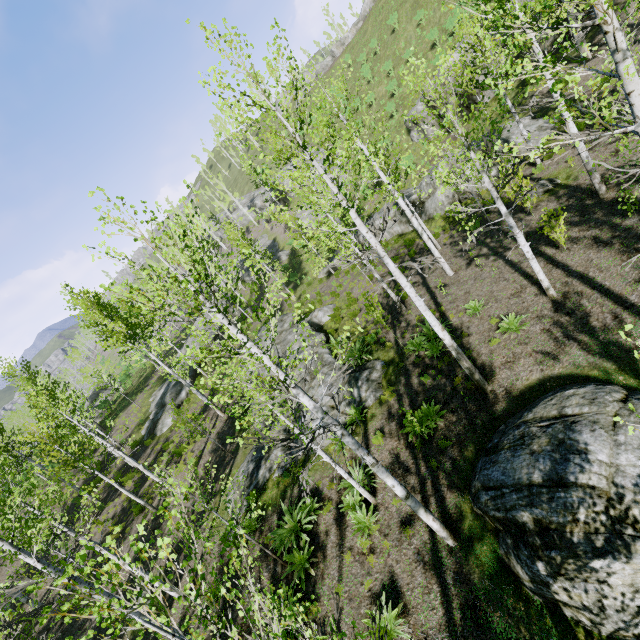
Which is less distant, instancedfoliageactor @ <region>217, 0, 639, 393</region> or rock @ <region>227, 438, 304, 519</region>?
instancedfoliageactor @ <region>217, 0, 639, 393</region>

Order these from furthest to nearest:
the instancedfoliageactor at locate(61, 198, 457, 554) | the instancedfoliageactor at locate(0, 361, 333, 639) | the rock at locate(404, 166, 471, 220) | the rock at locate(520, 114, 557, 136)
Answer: the rock at locate(404, 166, 471, 220) → the rock at locate(520, 114, 557, 136) → the instancedfoliageactor at locate(61, 198, 457, 554) → the instancedfoliageactor at locate(0, 361, 333, 639)

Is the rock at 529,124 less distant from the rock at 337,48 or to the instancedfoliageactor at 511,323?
the instancedfoliageactor at 511,323

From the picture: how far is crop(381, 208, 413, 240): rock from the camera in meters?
23.5 m

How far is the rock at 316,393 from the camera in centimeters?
1526cm

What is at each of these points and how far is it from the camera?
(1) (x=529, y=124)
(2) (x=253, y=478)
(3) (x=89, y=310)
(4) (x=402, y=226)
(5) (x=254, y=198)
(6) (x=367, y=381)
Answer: (1) rock, 17.3m
(2) rock, 13.3m
(3) instancedfoliageactor, 16.4m
(4) rock, 23.9m
(5) rock, 58.6m
(6) rock, 13.0m

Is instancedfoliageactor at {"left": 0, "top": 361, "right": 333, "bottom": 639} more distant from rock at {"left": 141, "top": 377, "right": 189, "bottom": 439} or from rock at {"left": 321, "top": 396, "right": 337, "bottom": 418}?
rock at {"left": 321, "top": 396, "right": 337, "bottom": 418}

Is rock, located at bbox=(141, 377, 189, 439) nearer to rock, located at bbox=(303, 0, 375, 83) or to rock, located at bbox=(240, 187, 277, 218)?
rock, located at bbox=(240, 187, 277, 218)
